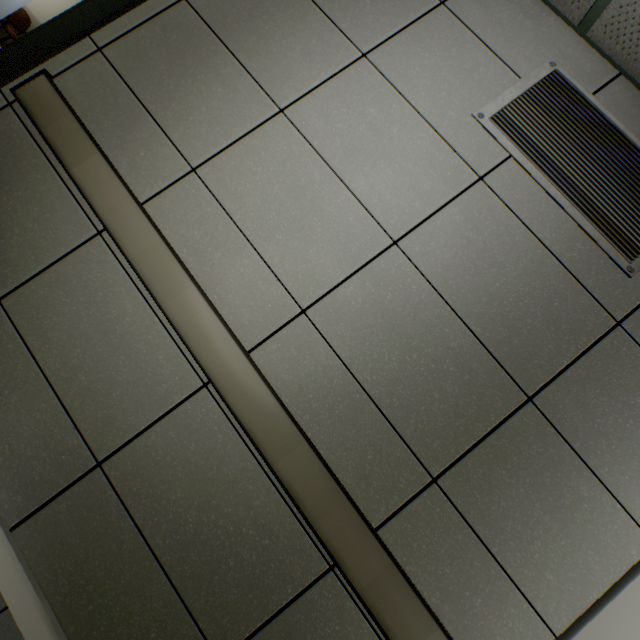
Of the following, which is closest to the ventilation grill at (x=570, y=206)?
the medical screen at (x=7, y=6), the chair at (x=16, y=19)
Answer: the medical screen at (x=7, y=6)

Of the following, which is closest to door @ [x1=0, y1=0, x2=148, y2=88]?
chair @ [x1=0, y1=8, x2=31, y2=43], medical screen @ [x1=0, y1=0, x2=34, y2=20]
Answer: medical screen @ [x1=0, y1=0, x2=34, y2=20]

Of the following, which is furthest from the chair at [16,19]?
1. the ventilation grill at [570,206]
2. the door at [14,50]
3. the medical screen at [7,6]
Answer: the ventilation grill at [570,206]

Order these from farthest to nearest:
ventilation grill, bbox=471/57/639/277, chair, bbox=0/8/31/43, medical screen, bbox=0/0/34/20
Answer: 1. chair, bbox=0/8/31/43
2. medical screen, bbox=0/0/34/20
3. ventilation grill, bbox=471/57/639/277

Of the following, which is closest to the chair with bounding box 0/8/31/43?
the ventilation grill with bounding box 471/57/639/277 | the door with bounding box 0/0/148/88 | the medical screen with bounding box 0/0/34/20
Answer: the medical screen with bounding box 0/0/34/20

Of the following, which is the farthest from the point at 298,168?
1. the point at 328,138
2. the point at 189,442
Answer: the point at 189,442

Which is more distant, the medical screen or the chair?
the chair
